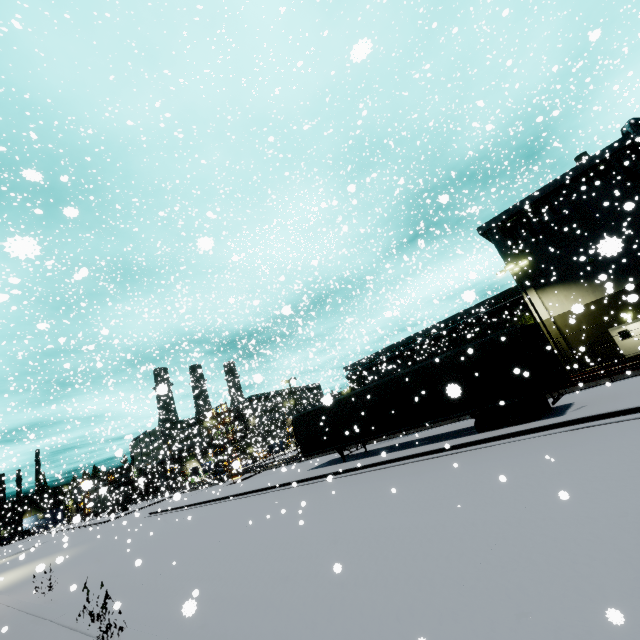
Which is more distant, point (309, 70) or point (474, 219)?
point (474, 219)

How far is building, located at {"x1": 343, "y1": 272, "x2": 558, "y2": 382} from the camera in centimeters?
3029cm

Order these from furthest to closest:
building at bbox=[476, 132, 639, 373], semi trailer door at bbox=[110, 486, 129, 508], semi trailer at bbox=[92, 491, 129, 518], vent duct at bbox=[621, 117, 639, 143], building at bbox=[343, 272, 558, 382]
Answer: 1. semi trailer door at bbox=[110, 486, 129, 508]
2. building at bbox=[343, 272, 558, 382]
3. semi trailer at bbox=[92, 491, 129, 518]
4. building at bbox=[476, 132, 639, 373]
5. vent duct at bbox=[621, 117, 639, 143]

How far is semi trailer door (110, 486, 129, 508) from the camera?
37.5 meters

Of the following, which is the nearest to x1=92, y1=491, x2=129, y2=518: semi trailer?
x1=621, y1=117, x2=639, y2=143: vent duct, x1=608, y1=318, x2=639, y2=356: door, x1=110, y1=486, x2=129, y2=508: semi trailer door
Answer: x1=110, y1=486, x2=129, y2=508: semi trailer door

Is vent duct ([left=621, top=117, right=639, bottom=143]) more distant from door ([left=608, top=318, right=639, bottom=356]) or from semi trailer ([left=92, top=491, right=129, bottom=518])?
semi trailer ([left=92, top=491, right=129, bottom=518])

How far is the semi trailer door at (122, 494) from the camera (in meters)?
37.51

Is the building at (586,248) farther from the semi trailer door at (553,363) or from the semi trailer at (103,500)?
the semi trailer door at (553,363)
